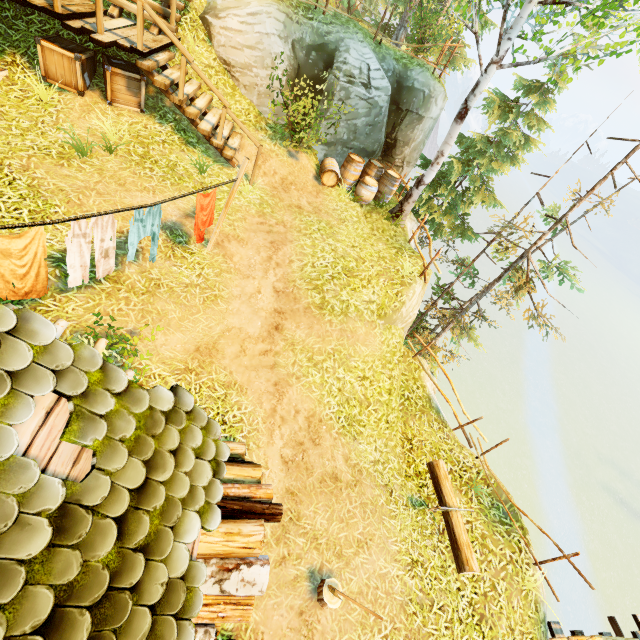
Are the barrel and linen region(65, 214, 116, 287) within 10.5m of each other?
yes

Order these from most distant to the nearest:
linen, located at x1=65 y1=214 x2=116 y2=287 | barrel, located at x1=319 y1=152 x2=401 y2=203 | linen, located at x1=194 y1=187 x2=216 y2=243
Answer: barrel, located at x1=319 y1=152 x2=401 y2=203
linen, located at x1=194 y1=187 x2=216 y2=243
linen, located at x1=65 y1=214 x2=116 y2=287

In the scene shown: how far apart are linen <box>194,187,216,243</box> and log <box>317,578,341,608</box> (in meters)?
6.17

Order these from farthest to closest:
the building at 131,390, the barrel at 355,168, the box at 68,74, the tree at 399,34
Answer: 1. the tree at 399,34
2. the barrel at 355,168
3. the box at 68,74
4. the building at 131,390

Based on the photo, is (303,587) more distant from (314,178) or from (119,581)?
(314,178)

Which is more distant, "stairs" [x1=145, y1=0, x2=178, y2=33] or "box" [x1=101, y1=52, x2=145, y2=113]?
"stairs" [x1=145, y1=0, x2=178, y2=33]

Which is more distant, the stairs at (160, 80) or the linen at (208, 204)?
the stairs at (160, 80)

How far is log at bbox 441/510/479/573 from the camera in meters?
6.2 m
